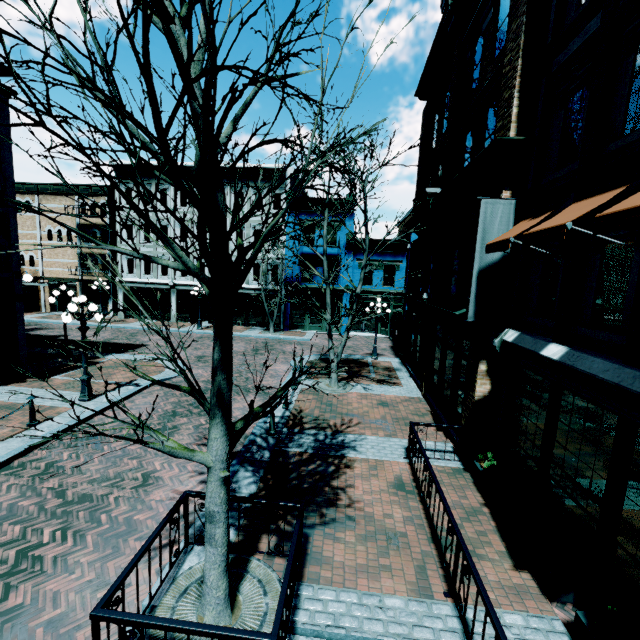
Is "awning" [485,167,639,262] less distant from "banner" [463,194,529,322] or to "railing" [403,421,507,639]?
"banner" [463,194,529,322]

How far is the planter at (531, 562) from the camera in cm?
495

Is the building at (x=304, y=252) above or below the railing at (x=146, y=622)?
above

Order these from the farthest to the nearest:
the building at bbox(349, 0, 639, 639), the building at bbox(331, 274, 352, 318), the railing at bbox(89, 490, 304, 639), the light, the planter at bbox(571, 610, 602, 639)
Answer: the building at bbox(331, 274, 352, 318) < the light < the building at bbox(349, 0, 639, 639) < the planter at bbox(571, 610, 602, 639) < the railing at bbox(89, 490, 304, 639)

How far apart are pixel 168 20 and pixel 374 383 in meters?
13.8 m

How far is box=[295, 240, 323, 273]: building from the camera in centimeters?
2670cm

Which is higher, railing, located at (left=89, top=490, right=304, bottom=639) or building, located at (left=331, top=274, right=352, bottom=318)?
building, located at (left=331, top=274, right=352, bottom=318)

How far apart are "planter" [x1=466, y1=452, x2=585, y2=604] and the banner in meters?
4.0 m
